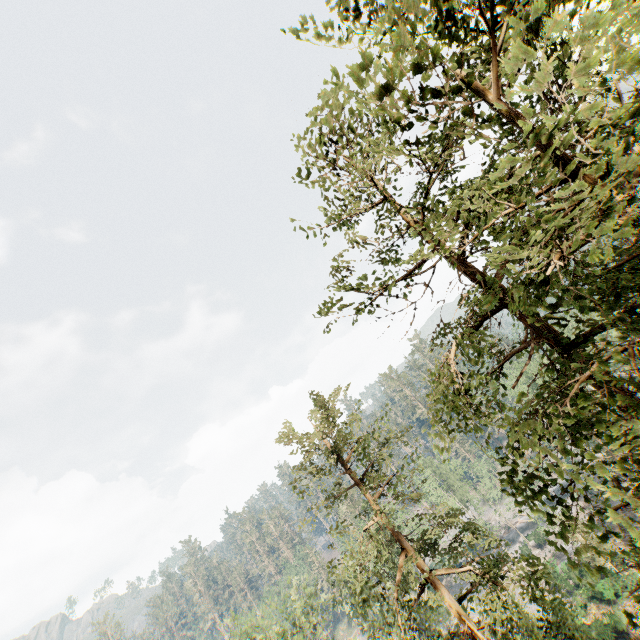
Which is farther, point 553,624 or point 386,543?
point 386,543
